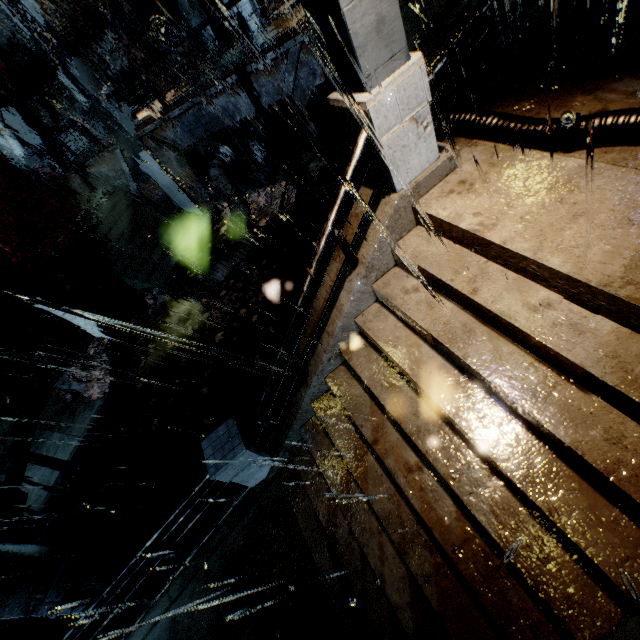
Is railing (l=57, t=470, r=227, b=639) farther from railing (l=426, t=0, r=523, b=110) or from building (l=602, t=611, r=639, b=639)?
railing (l=426, t=0, r=523, b=110)

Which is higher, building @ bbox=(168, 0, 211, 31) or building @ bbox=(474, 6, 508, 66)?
building @ bbox=(168, 0, 211, 31)

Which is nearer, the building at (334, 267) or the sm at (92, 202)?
the building at (334, 267)

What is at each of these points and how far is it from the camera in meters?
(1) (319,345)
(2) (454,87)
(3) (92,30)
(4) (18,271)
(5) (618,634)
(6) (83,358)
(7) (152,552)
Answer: (1) building, 5.6 m
(2) building, 8.9 m
(3) building, 21.8 m
(4) stairs, 16.5 m
(5) building, 2.5 m
(6) building vent, 13.2 m
(7) railing, 6.0 m

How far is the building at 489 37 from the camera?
6.5m

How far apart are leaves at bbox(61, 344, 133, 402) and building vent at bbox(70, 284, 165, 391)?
0.0m

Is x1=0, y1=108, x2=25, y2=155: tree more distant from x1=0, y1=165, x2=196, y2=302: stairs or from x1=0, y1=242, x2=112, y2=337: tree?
x1=0, y1=242, x2=112, y2=337: tree

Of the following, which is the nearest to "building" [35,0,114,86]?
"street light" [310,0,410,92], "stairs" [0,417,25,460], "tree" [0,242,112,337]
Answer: "stairs" [0,417,25,460]
